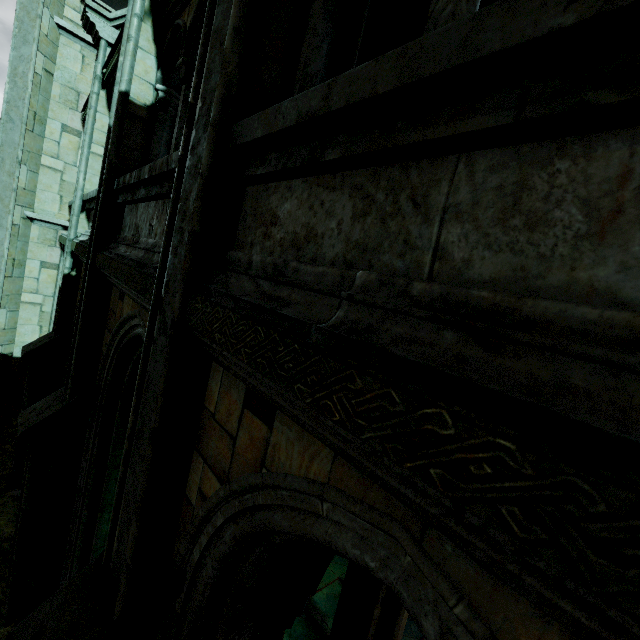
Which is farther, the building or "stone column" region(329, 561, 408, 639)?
"stone column" region(329, 561, 408, 639)

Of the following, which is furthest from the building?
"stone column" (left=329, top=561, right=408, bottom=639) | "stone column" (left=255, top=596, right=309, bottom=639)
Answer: "stone column" (left=329, top=561, right=408, bottom=639)

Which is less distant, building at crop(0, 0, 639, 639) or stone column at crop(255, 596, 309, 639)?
building at crop(0, 0, 639, 639)

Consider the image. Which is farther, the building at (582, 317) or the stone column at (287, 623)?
the stone column at (287, 623)

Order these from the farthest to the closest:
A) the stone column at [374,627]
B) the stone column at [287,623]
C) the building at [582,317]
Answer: the stone column at [374,627] → the stone column at [287,623] → the building at [582,317]

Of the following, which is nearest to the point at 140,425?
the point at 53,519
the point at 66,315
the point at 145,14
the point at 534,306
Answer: the point at 534,306

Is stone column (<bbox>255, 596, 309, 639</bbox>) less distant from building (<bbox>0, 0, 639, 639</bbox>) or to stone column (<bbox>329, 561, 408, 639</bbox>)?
building (<bbox>0, 0, 639, 639</bbox>)

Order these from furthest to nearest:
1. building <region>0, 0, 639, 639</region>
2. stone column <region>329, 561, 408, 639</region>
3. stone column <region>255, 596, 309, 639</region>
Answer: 1. stone column <region>329, 561, 408, 639</region>
2. stone column <region>255, 596, 309, 639</region>
3. building <region>0, 0, 639, 639</region>
